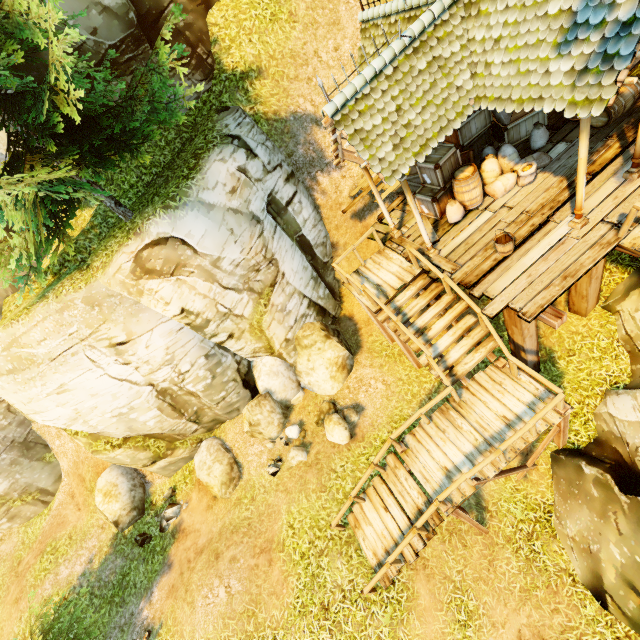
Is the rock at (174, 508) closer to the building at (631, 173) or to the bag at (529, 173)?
the building at (631, 173)

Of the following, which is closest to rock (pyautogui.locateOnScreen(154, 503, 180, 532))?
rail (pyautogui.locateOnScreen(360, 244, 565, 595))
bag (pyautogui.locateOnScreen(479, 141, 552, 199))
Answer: rail (pyautogui.locateOnScreen(360, 244, 565, 595))

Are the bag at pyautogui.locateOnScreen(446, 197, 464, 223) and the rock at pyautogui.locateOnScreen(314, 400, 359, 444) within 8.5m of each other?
yes

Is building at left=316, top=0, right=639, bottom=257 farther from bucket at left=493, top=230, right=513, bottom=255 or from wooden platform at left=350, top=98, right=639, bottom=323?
bucket at left=493, top=230, right=513, bottom=255

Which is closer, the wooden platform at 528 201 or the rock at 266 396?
the wooden platform at 528 201

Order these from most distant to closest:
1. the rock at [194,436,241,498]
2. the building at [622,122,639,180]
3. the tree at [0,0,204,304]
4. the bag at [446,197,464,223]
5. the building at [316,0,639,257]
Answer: the rock at [194,436,241,498] < the bag at [446,197,464,223] < the building at [622,122,639,180] < the tree at [0,0,204,304] < the building at [316,0,639,257]

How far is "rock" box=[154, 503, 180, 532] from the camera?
11.9m

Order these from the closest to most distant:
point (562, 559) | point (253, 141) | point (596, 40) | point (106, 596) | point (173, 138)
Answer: point (596, 40) → point (562, 559) → point (253, 141) → point (173, 138) → point (106, 596)
